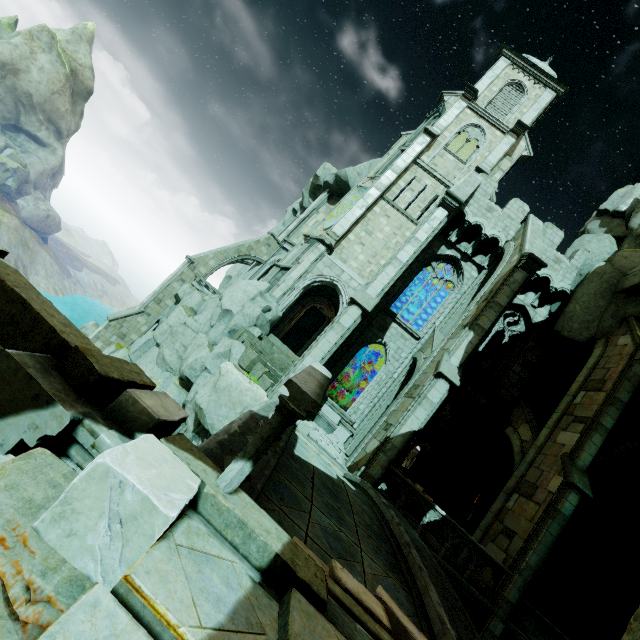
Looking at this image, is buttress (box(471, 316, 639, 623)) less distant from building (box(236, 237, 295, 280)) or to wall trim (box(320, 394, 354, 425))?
wall trim (box(320, 394, 354, 425))

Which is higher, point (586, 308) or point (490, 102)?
point (490, 102)

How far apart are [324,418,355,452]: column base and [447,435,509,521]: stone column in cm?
563

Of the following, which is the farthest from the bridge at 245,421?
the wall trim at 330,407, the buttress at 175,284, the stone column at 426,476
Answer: the buttress at 175,284

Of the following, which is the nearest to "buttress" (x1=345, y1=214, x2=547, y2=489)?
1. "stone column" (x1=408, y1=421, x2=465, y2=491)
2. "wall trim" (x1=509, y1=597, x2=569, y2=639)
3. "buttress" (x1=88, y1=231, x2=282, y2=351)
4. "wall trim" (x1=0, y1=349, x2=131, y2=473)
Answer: "stone column" (x1=408, y1=421, x2=465, y2=491)

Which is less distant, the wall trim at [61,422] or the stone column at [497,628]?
the wall trim at [61,422]

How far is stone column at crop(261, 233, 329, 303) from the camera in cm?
1809

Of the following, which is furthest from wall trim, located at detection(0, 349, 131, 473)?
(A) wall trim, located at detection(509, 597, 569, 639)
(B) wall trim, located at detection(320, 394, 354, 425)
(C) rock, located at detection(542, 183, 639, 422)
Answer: (B) wall trim, located at detection(320, 394, 354, 425)
